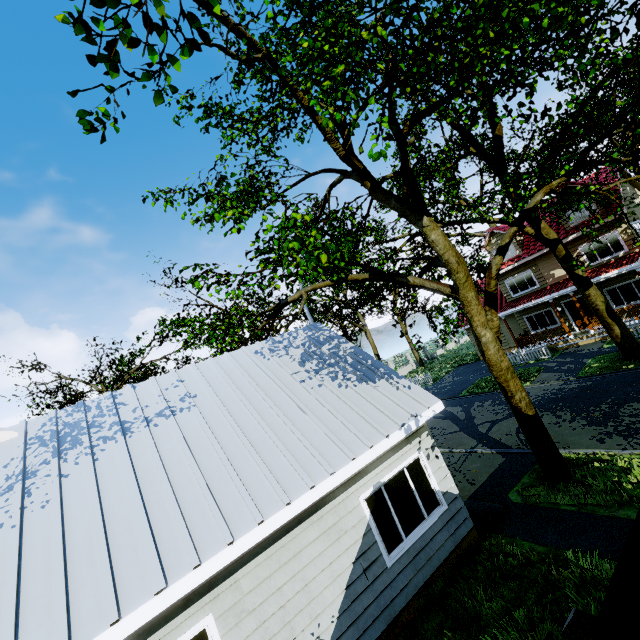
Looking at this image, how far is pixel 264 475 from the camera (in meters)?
5.76

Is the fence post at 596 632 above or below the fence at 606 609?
above

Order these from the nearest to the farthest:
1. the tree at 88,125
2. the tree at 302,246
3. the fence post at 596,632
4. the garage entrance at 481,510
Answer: the fence post at 596,632 → the tree at 88,125 → the tree at 302,246 → the garage entrance at 481,510

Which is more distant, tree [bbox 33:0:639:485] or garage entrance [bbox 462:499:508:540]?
garage entrance [bbox 462:499:508:540]

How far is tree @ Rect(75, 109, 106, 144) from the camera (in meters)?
4.15

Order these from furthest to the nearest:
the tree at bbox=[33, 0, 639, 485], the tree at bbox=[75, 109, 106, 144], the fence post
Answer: the tree at bbox=[33, 0, 639, 485]
the tree at bbox=[75, 109, 106, 144]
the fence post

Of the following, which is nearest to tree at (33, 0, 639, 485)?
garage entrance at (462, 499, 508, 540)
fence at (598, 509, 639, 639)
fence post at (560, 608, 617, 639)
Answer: fence at (598, 509, 639, 639)

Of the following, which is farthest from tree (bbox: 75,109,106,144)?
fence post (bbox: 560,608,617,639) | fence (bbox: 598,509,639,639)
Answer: fence post (bbox: 560,608,617,639)
